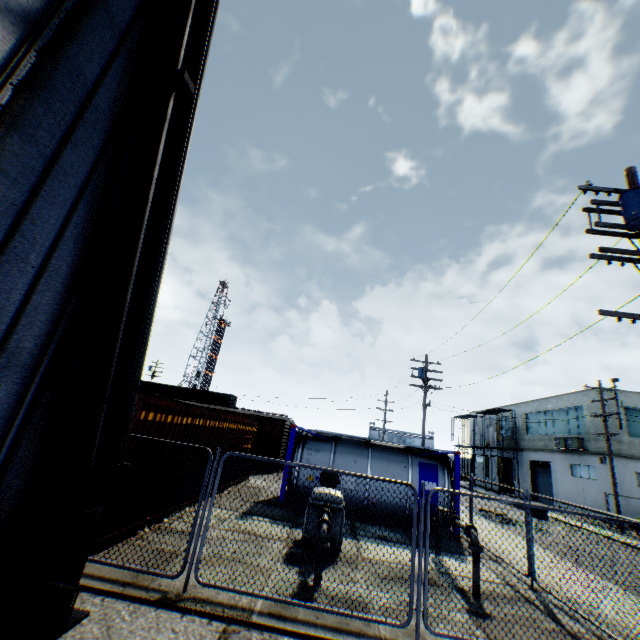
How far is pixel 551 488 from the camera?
30.7m

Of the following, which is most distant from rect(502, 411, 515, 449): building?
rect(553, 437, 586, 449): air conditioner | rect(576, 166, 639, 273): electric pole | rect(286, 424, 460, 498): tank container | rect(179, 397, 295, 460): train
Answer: rect(179, 397, 295, 460): train

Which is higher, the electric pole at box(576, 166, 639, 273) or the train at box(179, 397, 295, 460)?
→ the electric pole at box(576, 166, 639, 273)

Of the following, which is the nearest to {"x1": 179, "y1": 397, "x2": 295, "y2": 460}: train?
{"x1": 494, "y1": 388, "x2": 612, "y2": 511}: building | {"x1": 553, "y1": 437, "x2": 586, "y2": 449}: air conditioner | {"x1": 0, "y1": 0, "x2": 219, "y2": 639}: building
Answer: {"x1": 0, "y1": 0, "x2": 219, "y2": 639}: building

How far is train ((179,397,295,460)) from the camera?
22.4m

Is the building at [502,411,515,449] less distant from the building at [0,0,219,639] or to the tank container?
the tank container

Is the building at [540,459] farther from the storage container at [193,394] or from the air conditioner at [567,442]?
the storage container at [193,394]

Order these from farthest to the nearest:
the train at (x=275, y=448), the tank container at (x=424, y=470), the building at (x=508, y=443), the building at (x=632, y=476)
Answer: the building at (x=508, y=443) < the building at (x=632, y=476) < the train at (x=275, y=448) < the tank container at (x=424, y=470)
